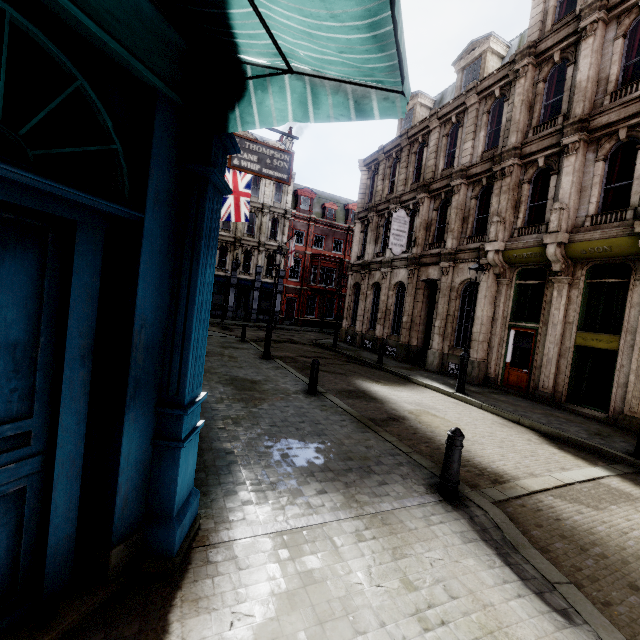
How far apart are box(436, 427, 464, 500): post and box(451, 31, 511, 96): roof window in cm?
1830

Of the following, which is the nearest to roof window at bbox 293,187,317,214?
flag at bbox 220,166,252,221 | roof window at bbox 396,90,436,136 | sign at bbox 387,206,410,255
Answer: roof window at bbox 396,90,436,136

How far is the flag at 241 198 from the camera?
16.98m

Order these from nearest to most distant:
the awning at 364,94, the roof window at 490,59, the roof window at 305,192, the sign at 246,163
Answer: the awning at 364,94
the sign at 246,163
the roof window at 490,59
the roof window at 305,192

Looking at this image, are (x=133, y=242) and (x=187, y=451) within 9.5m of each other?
yes

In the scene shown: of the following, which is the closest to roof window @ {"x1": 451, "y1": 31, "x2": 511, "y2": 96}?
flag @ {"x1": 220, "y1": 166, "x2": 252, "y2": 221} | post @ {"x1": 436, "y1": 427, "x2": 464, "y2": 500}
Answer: flag @ {"x1": 220, "y1": 166, "x2": 252, "y2": 221}

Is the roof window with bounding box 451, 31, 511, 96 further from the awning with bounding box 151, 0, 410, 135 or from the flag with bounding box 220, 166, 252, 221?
the awning with bounding box 151, 0, 410, 135

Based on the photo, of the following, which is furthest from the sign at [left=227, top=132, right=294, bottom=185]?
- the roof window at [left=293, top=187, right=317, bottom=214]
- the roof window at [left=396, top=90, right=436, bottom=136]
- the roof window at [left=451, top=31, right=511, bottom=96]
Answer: the roof window at [left=293, top=187, right=317, bottom=214]
